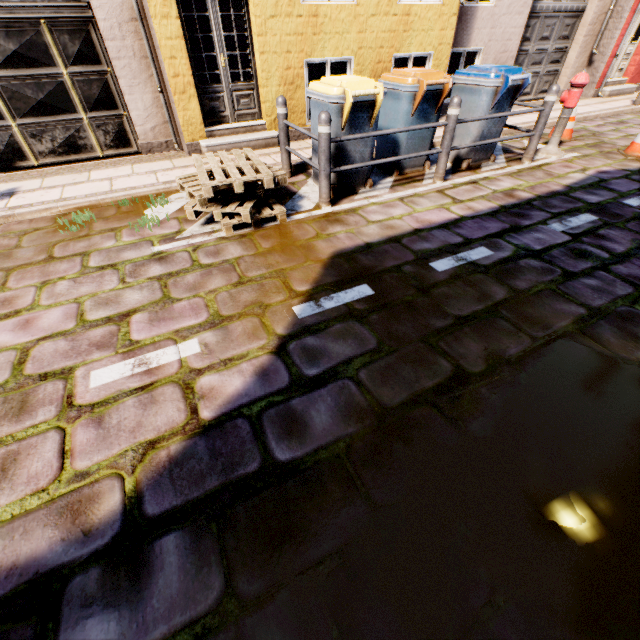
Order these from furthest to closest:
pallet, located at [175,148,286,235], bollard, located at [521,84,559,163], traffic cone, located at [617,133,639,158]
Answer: traffic cone, located at [617,133,639,158], bollard, located at [521,84,559,163], pallet, located at [175,148,286,235]

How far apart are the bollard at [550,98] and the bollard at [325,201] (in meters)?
3.82

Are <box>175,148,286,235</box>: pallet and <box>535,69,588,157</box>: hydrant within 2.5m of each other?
no

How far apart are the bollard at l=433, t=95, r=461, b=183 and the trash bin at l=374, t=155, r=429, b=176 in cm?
21

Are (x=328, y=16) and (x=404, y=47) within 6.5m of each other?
yes

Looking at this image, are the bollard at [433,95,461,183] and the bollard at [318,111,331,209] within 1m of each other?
no

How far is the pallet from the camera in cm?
366

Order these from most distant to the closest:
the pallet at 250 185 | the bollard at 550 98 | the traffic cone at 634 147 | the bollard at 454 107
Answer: the traffic cone at 634 147 → the bollard at 550 98 → the bollard at 454 107 → the pallet at 250 185
